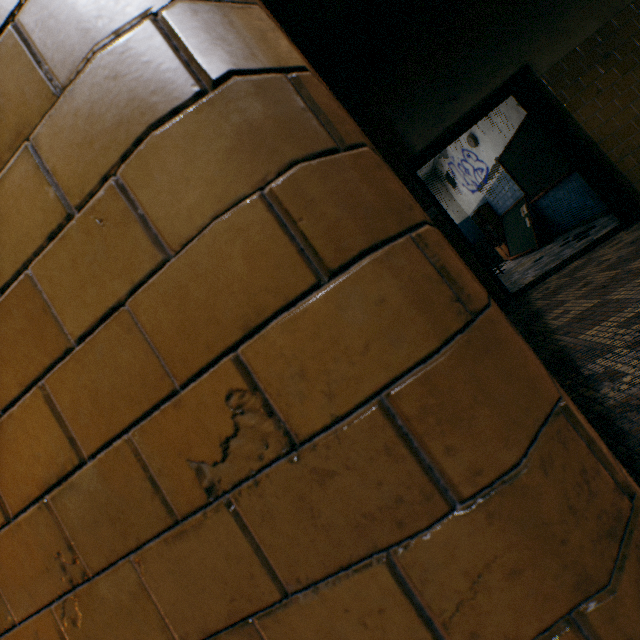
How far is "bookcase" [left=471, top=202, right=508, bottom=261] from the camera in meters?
9.3 m

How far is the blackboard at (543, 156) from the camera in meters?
5.7

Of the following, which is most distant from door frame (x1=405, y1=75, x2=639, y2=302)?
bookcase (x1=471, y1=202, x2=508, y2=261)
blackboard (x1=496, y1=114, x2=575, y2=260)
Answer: bookcase (x1=471, y1=202, x2=508, y2=261)

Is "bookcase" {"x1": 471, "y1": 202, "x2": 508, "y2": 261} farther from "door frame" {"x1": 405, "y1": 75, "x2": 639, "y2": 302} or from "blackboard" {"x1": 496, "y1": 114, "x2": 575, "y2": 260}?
"door frame" {"x1": 405, "y1": 75, "x2": 639, "y2": 302}

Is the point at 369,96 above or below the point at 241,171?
above

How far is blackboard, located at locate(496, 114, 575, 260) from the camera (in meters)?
5.73

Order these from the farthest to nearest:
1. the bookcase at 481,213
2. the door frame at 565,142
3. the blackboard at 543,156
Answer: the bookcase at 481,213
the blackboard at 543,156
the door frame at 565,142

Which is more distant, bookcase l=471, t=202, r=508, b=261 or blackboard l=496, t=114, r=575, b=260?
bookcase l=471, t=202, r=508, b=261
